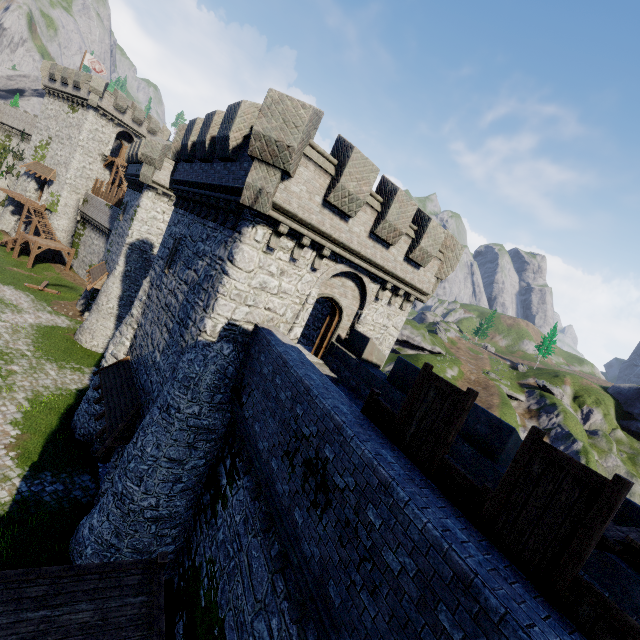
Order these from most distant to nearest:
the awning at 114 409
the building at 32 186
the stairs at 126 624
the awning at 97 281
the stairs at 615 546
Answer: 1. the building at 32 186
2. the awning at 97 281
3. the awning at 114 409
4. the stairs at 126 624
5. the stairs at 615 546

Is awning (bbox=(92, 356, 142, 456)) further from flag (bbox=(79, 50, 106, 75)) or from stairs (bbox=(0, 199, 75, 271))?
flag (bbox=(79, 50, 106, 75))

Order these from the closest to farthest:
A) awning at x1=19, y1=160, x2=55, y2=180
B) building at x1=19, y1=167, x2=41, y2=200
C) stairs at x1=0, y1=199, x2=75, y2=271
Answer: stairs at x1=0, y1=199, x2=75, y2=271
awning at x1=19, y1=160, x2=55, y2=180
building at x1=19, y1=167, x2=41, y2=200

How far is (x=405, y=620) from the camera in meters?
4.1 m

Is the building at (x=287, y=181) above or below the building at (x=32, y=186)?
above

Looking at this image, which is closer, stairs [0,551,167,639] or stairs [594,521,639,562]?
stairs [594,521,639,562]

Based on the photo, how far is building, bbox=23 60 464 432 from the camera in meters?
10.1 m

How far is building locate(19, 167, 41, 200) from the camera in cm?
4253
